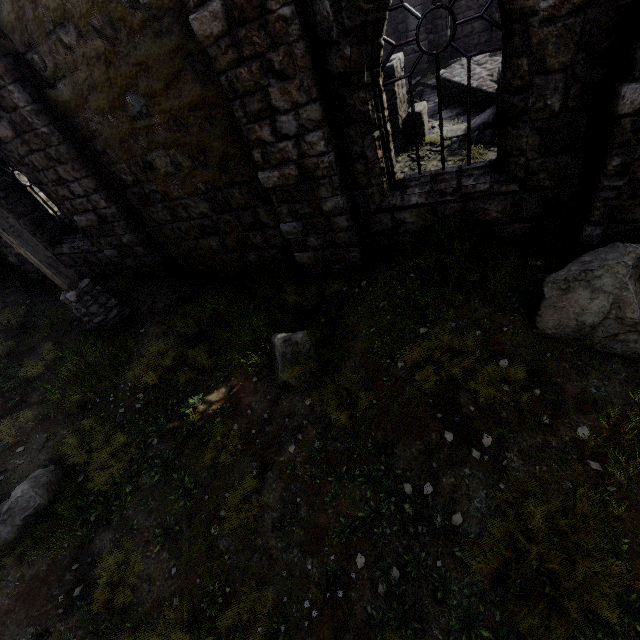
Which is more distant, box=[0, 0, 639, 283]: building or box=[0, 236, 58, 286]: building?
box=[0, 236, 58, 286]: building

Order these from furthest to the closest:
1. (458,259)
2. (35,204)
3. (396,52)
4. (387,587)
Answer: (396,52) → (35,204) → (458,259) → (387,587)

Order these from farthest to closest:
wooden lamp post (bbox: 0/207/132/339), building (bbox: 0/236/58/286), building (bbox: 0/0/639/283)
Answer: building (bbox: 0/236/58/286) → wooden lamp post (bbox: 0/207/132/339) → building (bbox: 0/0/639/283)

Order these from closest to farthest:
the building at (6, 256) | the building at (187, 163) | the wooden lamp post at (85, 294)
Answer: the building at (187, 163) → the wooden lamp post at (85, 294) → the building at (6, 256)

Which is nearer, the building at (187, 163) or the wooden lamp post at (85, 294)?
the building at (187, 163)

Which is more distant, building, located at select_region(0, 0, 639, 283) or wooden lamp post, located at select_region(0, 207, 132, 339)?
wooden lamp post, located at select_region(0, 207, 132, 339)
